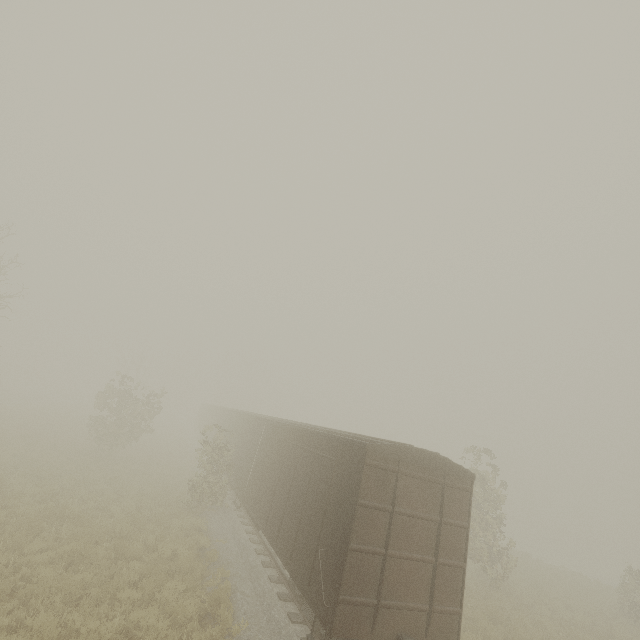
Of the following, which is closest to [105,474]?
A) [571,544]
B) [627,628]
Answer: [627,628]
